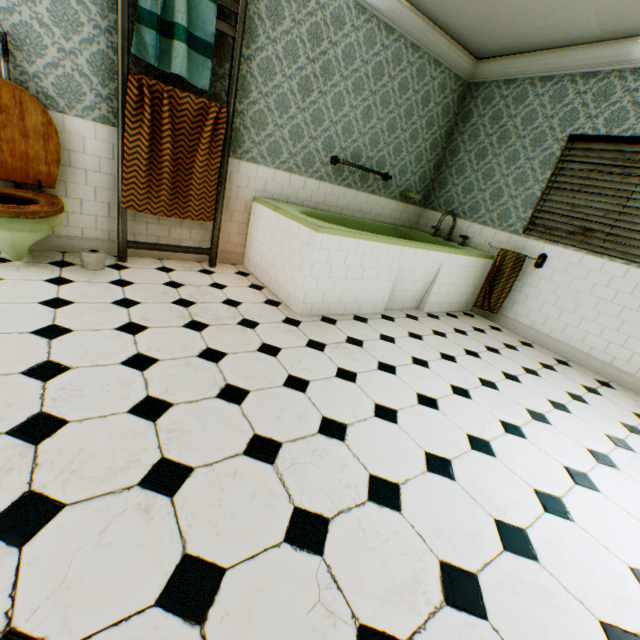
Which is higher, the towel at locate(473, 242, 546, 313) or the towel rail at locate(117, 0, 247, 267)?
the towel rail at locate(117, 0, 247, 267)

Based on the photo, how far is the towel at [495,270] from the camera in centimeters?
400cm

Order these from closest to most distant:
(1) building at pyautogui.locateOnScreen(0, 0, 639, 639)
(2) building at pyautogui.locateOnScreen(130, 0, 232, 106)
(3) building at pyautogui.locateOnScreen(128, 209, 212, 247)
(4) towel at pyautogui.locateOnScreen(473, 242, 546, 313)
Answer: (1) building at pyautogui.locateOnScreen(0, 0, 639, 639)
(2) building at pyautogui.locateOnScreen(130, 0, 232, 106)
(3) building at pyautogui.locateOnScreen(128, 209, 212, 247)
(4) towel at pyautogui.locateOnScreen(473, 242, 546, 313)

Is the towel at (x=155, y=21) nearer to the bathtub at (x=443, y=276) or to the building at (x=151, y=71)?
the building at (x=151, y=71)

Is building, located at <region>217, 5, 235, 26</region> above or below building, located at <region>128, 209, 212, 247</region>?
above

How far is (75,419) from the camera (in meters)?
1.39

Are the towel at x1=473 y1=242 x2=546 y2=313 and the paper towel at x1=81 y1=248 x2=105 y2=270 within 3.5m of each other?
no

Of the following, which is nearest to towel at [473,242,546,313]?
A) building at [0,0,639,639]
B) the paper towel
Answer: building at [0,0,639,639]
